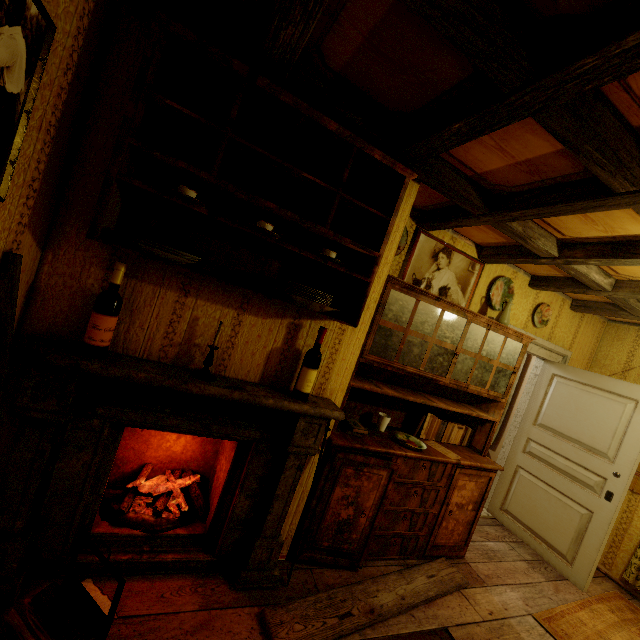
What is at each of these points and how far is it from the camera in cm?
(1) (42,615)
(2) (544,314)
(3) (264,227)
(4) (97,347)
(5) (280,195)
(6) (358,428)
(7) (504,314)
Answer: (1) log, 134
(2) plate, 378
(3) cup, 163
(4) bottle, 152
(5) cabinet, 185
(6) book, 249
(7) pitcher, 316

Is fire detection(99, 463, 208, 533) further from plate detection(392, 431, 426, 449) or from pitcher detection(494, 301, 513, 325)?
pitcher detection(494, 301, 513, 325)

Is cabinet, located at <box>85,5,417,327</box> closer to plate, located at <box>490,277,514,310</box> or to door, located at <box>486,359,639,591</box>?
plate, located at <box>490,277,514,310</box>

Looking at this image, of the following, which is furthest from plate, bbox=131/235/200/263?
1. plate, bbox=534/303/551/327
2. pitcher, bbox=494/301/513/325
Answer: plate, bbox=534/303/551/327

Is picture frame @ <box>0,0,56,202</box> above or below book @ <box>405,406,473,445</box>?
above

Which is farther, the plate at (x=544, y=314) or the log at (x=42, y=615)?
the plate at (x=544, y=314)

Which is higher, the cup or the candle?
the cup

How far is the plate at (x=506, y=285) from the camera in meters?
3.4
